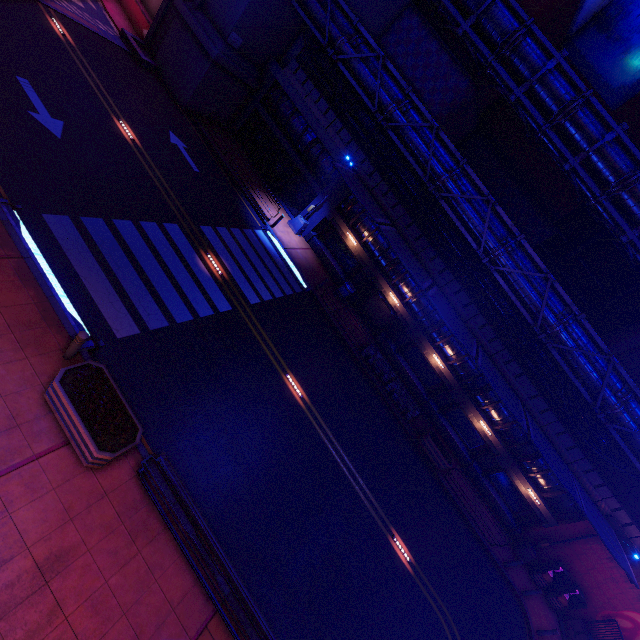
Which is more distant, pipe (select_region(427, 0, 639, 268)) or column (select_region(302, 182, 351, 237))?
column (select_region(302, 182, 351, 237))

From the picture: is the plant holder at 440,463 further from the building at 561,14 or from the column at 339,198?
the building at 561,14

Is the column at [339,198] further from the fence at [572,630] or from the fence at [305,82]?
the fence at [572,630]

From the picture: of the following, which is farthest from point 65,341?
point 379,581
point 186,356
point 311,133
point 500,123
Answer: Result: point 500,123

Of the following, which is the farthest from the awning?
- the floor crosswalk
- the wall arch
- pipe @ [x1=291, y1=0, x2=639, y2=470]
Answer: the wall arch

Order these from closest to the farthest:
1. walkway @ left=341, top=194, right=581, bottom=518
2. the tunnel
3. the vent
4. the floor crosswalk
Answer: the floor crosswalk
the tunnel
walkway @ left=341, top=194, right=581, bottom=518
the vent

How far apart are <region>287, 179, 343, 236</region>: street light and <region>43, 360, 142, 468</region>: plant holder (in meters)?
16.84

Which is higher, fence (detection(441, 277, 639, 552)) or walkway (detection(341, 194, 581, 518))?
fence (detection(441, 277, 639, 552))
